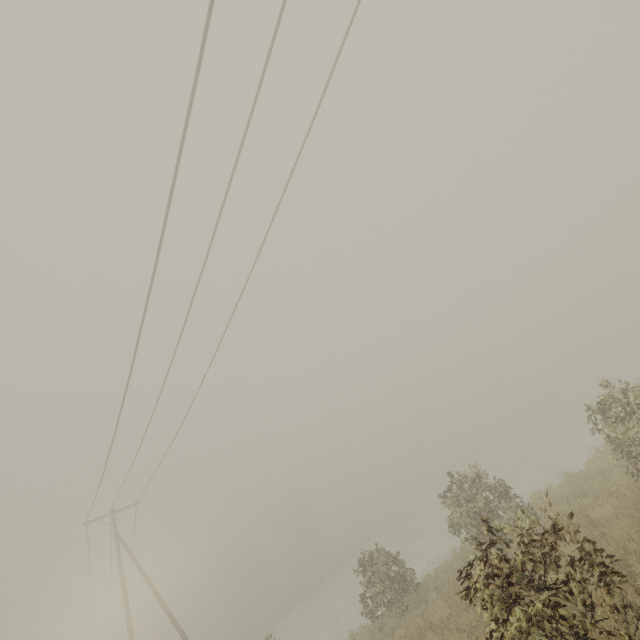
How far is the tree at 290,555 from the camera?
53.5 meters

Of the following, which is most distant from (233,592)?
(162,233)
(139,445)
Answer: (162,233)

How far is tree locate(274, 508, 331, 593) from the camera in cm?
5354
